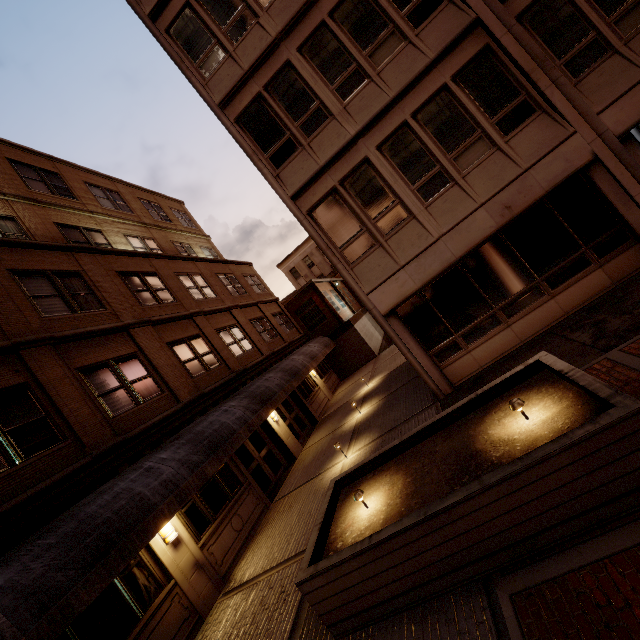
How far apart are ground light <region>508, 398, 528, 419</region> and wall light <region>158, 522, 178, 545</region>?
8.4 meters

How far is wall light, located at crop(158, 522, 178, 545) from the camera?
7.95m

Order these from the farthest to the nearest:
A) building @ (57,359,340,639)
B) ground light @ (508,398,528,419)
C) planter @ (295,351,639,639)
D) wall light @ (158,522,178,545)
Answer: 1. wall light @ (158,522,178,545)
2. building @ (57,359,340,639)
3. ground light @ (508,398,528,419)
4. planter @ (295,351,639,639)

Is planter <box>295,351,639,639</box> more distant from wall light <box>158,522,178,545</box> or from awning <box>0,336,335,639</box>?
wall light <box>158,522,178,545</box>

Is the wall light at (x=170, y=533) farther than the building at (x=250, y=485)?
Yes

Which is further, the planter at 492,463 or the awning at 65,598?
the awning at 65,598

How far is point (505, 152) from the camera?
8.41m
